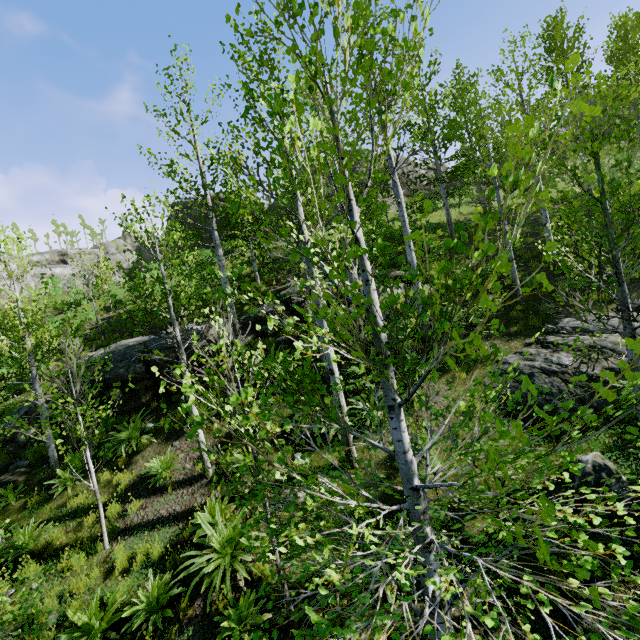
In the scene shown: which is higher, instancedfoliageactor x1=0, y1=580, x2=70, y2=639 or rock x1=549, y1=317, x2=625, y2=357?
rock x1=549, y1=317, x2=625, y2=357

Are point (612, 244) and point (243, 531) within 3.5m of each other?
no

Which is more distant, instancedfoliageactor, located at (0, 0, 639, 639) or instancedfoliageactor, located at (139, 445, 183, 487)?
instancedfoliageactor, located at (139, 445, 183, 487)

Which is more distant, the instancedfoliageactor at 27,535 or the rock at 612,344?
the rock at 612,344

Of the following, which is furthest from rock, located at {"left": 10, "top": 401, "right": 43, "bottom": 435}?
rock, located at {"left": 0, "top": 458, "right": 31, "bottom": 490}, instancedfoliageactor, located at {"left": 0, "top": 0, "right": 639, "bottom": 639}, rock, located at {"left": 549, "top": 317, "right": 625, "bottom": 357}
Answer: rock, located at {"left": 549, "top": 317, "right": 625, "bottom": 357}

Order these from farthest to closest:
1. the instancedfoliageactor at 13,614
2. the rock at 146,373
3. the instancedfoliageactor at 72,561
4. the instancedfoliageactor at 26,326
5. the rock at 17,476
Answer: the rock at 146,373 → the rock at 17,476 → the instancedfoliageactor at 72,561 → the instancedfoliageactor at 13,614 → the instancedfoliageactor at 26,326

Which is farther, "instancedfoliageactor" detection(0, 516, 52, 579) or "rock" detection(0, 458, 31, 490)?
"rock" detection(0, 458, 31, 490)

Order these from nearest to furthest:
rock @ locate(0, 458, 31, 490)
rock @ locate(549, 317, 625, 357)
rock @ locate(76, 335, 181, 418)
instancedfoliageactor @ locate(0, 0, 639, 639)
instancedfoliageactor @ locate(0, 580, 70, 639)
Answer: instancedfoliageactor @ locate(0, 0, 639, 639) < instancedfoliageactor @ locate(0, 580, 70, 639) < rock @ locate(549, 317, 625, 357) < rock @ locate(0, 458, 31, 490) < rock @ locate(76, 335, 181, 418)
